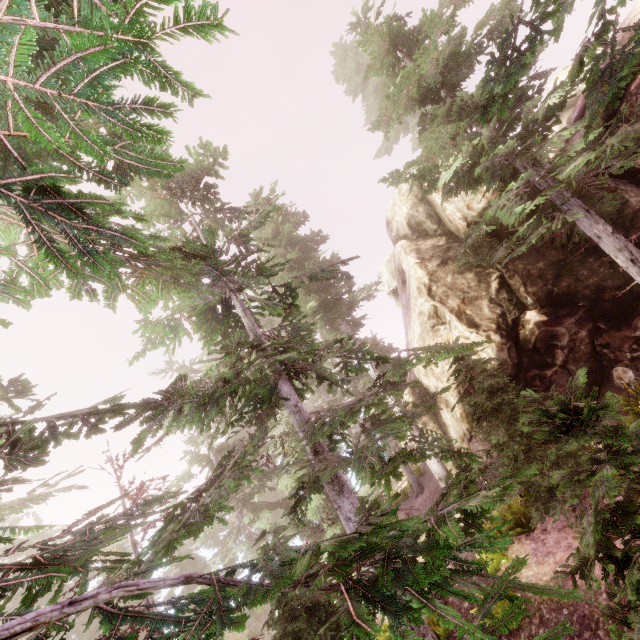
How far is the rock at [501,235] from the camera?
12.62m

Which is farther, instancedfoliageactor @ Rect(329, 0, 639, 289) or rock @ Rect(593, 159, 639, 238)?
rock @ Rect(593, 159, 639, 238)

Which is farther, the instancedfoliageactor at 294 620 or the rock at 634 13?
the rock at 634 13

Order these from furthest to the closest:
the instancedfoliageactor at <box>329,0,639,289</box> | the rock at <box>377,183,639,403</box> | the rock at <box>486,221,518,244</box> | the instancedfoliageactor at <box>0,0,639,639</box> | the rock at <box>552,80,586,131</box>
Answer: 1. the rock at <box>486,221,518,244</box>
2. the rock at <box>552,80,586,131</box>
3. the rock at <box>377,183,639,403</box>
4. the instancedfoliageactor at <box>329,0,639,289</box>
5. the instancedfoliageactor at <box>0,0,639,639</box>

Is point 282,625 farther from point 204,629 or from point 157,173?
point 157,173

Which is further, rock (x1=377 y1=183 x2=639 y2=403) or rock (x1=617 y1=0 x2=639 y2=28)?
rock (x1=377 y1=183 x2=639 y2=403)

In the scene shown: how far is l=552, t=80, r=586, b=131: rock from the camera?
11.55m
